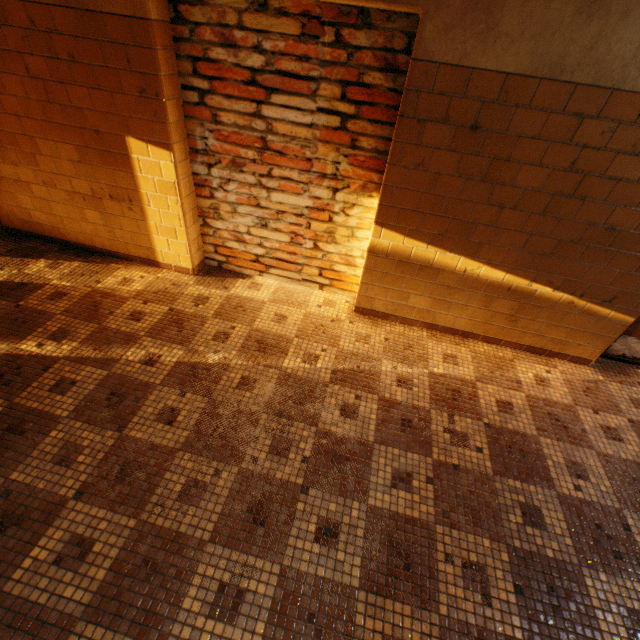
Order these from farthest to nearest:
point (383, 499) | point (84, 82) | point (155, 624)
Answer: point (84, 82) < point (383, 499) < point (155, 624)
